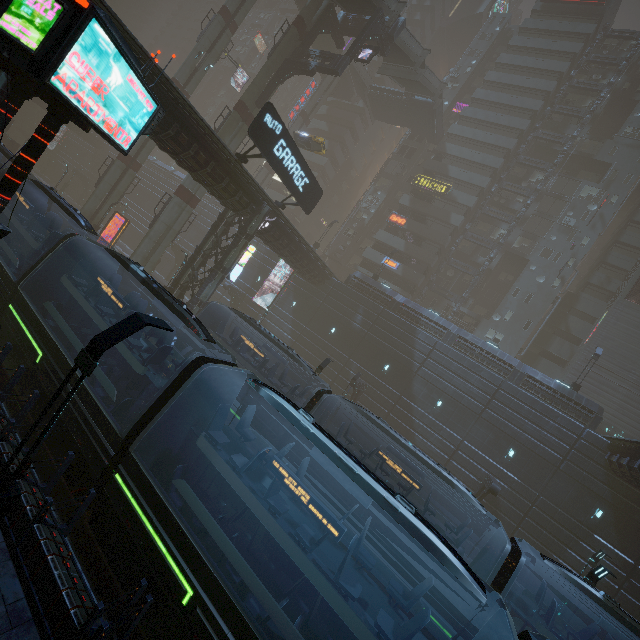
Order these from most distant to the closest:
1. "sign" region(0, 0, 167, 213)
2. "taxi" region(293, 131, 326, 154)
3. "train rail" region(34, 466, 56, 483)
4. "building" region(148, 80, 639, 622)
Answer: "taxi" region(293, 131, 326, 154)
"building" region(148, 80, 639, 622)
"train rail" region(34, 466, 56, 483)
"sign" region(0, 0, 167, 213)

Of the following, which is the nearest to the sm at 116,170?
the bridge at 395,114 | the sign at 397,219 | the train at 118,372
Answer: the bridge at 395,114

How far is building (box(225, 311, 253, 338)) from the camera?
37.0m

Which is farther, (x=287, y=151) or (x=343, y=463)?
(x=287, y=151)

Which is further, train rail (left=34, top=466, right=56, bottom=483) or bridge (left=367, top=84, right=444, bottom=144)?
bridge (left=367, top=84, right=444, bottom=144)

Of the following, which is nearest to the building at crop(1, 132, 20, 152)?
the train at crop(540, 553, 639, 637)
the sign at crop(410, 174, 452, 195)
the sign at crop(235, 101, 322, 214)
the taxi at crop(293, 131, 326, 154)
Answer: the sign at crop(410, 174, 452, 195)

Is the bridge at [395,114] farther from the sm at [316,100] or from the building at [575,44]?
the sm at [316,100]

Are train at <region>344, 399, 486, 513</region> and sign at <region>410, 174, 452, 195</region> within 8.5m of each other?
no
